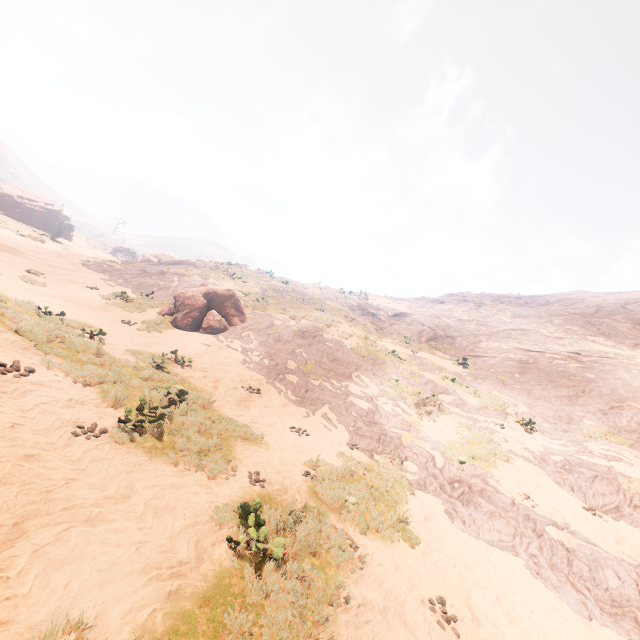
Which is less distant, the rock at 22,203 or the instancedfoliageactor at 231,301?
the instancedfoliageactor at 231,301

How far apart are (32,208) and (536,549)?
66.4m

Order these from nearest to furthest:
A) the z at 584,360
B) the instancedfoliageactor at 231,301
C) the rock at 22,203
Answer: the z at 584,360 < the instancedfoliageactor at 231,301 < the rock at 22,203

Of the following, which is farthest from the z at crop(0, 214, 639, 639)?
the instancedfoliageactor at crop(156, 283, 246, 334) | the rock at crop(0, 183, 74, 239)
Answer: the rock at crop(0, 183, 74, 239)

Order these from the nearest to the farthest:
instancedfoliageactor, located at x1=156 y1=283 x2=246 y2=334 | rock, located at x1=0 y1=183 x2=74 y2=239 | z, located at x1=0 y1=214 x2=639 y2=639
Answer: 1. z, located at x1=0 y1=214 x2=639 y2=639
2. instancedfoliageactor, located at x1=156 y1=283 x2=246 y2=334
3. rock, located at x1=0 y1=183 x2=74 y2=239

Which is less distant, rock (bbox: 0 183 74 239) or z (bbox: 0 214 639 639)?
z (bbox: 0 214 639 639)

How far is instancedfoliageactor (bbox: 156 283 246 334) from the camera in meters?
15.8
